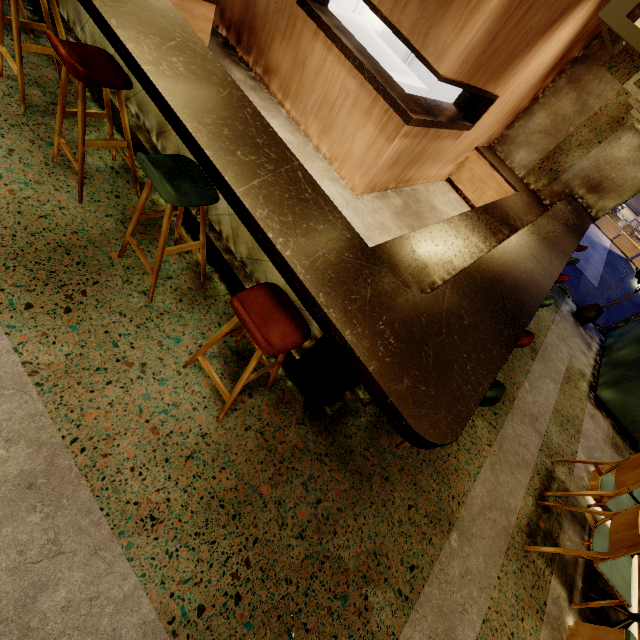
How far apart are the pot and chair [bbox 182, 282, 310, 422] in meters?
6.6 m

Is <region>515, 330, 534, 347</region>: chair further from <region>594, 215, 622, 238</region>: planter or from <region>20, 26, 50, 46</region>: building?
<region>594, 215, 622, 238</region>: planter

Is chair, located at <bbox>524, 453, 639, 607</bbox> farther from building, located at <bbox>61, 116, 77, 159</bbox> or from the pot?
the pot

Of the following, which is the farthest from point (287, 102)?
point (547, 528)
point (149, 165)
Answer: point (547, 528)

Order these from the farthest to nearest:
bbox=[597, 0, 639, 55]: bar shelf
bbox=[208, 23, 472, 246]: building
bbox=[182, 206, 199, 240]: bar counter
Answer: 1. bbox=[208, 23, 472, 246]: building
2. bbox=[182, 206, 199, 240]: bar counter
3. bbox=[597, 0, 639, 55]: bar shelf

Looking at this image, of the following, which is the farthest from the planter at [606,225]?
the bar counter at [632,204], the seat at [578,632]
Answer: the seat at [578,632]

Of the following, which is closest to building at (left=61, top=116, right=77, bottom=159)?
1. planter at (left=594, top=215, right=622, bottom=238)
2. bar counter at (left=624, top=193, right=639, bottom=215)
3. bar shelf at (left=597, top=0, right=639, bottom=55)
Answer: bar shelf at (left=597, top=0, right=639, bottom=55)

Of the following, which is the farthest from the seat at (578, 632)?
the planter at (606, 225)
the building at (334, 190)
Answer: the planter at (606, 225)
